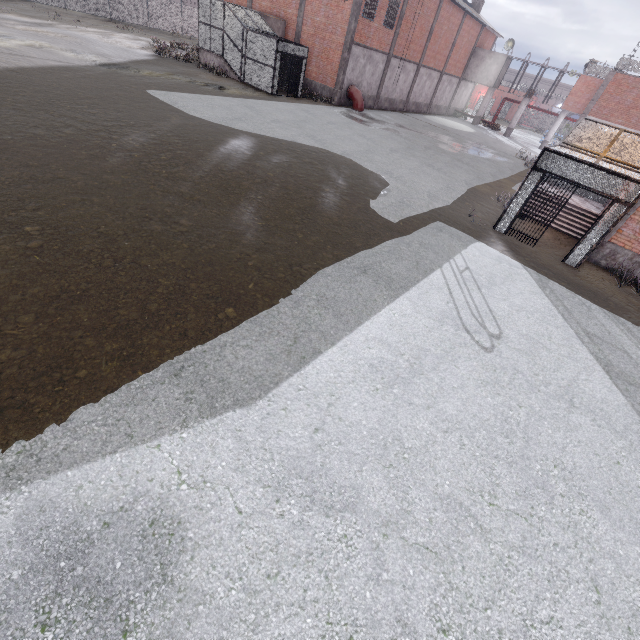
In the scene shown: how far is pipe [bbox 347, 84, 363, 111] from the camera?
25.8m

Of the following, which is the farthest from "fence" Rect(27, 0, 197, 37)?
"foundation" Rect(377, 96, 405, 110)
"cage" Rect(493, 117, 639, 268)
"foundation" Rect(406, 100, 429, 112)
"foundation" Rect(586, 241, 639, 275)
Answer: "foundation" Rect(377, 96, 405, 110)

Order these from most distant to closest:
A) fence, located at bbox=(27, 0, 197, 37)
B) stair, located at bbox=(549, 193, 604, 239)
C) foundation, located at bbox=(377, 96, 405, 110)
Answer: fence, located at bbox=(27, 0, 197, 37) < foundation, located at bbox=(377, 96, 405, 110) < stair, located at bbox=(549, 193, 604, 239)

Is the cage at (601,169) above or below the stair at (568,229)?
above

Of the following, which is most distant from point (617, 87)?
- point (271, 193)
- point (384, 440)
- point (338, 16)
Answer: point (384, 440)

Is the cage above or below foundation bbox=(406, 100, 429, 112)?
above

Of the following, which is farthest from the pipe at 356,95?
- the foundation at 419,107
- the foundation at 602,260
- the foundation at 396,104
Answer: the foundation at 602,260

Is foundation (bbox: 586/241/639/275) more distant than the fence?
No
